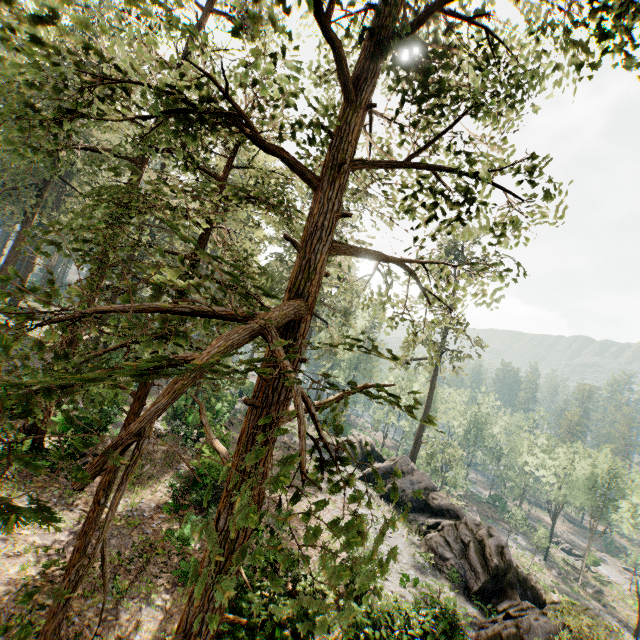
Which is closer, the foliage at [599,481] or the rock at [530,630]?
the rock at [530,630]

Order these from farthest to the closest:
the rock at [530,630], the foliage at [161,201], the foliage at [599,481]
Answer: the foliage at [599,481] → the rock at [530,630] → the foliage at [161,201]

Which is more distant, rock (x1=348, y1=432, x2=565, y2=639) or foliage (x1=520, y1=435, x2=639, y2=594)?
foliage (x1=520, y1=435, x2=639, y2=594)

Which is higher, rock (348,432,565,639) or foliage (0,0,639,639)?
foliage (0,0,639,639)

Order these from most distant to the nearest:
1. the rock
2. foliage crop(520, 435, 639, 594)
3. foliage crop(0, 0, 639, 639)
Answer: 1. foliage crop(520, 435, 639, 594)
2. the rock
3. foliage crop(0, 0, 639, 639)

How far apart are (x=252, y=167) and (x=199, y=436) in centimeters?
2332cm
